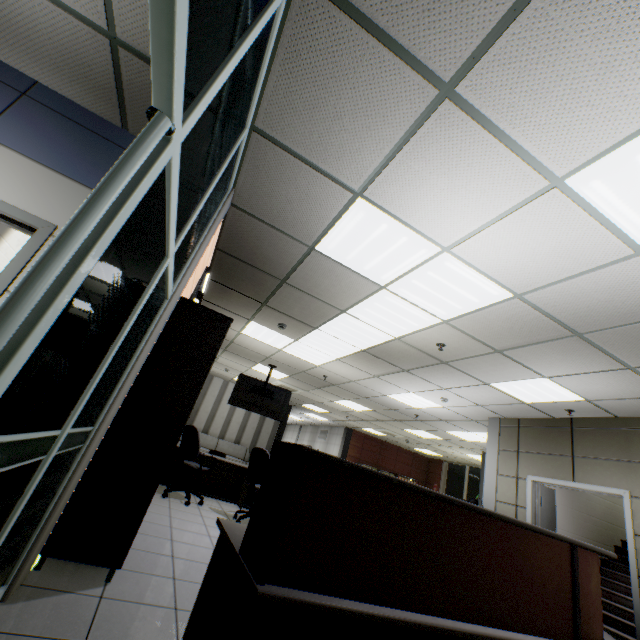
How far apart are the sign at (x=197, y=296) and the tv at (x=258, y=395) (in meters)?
2.51

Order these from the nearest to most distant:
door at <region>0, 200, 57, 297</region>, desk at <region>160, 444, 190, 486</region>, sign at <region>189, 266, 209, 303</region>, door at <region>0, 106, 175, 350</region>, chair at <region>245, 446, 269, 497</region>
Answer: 1. door at <region>0, 106, 175, 350</region>
2. door at <region>0, 200, 57, 297</region>
3. sign at <region>189, 266, 209, 303</region>
4. chair at <region>245, 446, 269, 497</region>
5. desk at <region>160, 444, 190, 486</region>

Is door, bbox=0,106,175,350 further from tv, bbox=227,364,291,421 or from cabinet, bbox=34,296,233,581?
tv, bbox=227,364,291,421

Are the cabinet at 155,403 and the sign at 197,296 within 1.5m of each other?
yes

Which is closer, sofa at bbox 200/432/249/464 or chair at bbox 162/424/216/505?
chair at bbox 162/424/216/505

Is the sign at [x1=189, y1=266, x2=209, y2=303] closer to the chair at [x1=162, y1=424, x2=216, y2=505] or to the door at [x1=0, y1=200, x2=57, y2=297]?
the door at [x1=0, y1=200, x2=57, y2=297]

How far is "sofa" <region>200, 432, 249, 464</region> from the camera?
12.1 meters

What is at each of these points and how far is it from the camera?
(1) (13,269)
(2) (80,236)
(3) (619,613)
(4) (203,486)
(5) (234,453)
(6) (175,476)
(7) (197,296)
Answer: (1) door, 2.22m
(2) door, 0.83m
(3) stairs, 5.91m
(4) desk, 6.77m
(5) sofa, 12.59m
(6) desk, 6.61m
(7) sign, 4.37m
